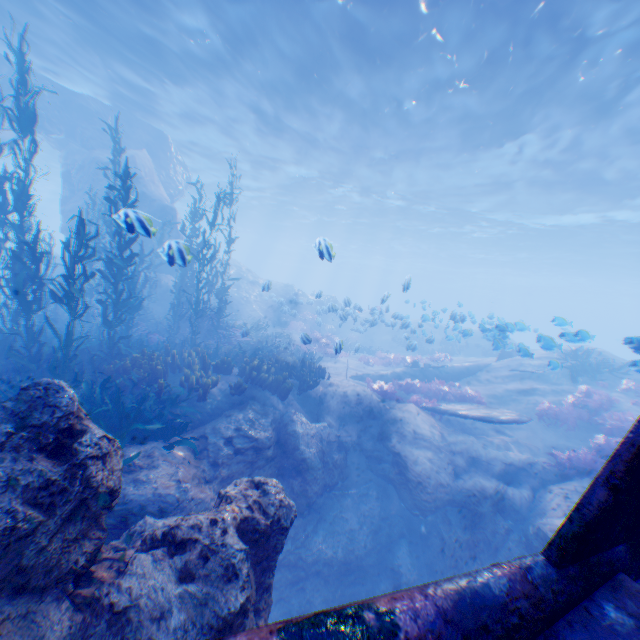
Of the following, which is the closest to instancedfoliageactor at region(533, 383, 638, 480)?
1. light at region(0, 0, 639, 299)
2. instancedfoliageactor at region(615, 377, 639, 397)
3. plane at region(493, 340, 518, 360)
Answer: instancedfoliageactor at region(615, 377, 639, 397)

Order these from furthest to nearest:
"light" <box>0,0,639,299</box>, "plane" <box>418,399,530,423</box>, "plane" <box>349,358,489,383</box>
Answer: "plane" <box>349,358,489,383</box>
"light" <box>0,0,639,299</box>
"plane" <box>418,399,530,423</box>

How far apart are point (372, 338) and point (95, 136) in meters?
23.2

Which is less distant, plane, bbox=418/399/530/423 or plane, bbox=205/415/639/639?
plane, bbox=205/415/639/639

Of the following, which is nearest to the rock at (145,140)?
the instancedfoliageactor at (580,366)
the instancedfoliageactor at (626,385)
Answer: the instancedfoliageactor at (580,366)

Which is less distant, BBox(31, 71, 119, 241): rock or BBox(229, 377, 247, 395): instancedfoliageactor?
BBox(229, 377, 247, 395): instancedfoliageactor

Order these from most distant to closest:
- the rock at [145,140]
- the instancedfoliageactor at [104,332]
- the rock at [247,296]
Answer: the rock at [247,296] < the instancedfoliageactor at [104,332] < the rock at [145,140]

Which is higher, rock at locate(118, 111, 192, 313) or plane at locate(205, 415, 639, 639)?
rock at locate(118, 111, 192, 313)
